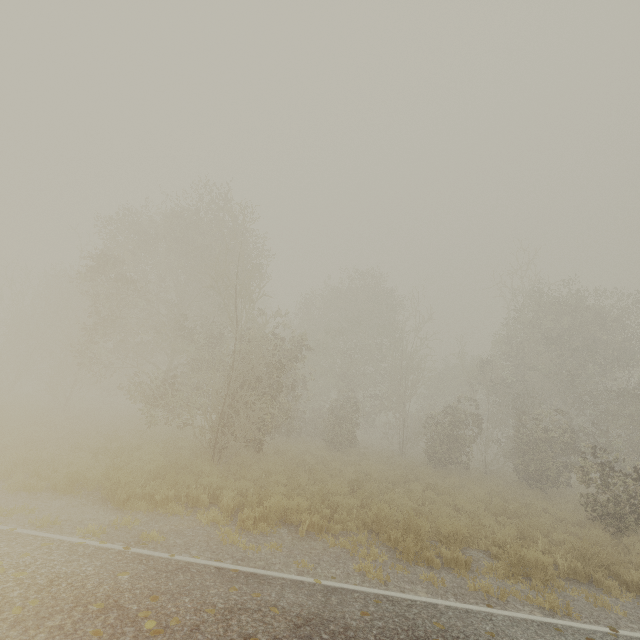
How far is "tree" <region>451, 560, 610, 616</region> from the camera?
5.86m

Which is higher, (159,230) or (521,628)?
(159,230)

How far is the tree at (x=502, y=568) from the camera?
5.86m
